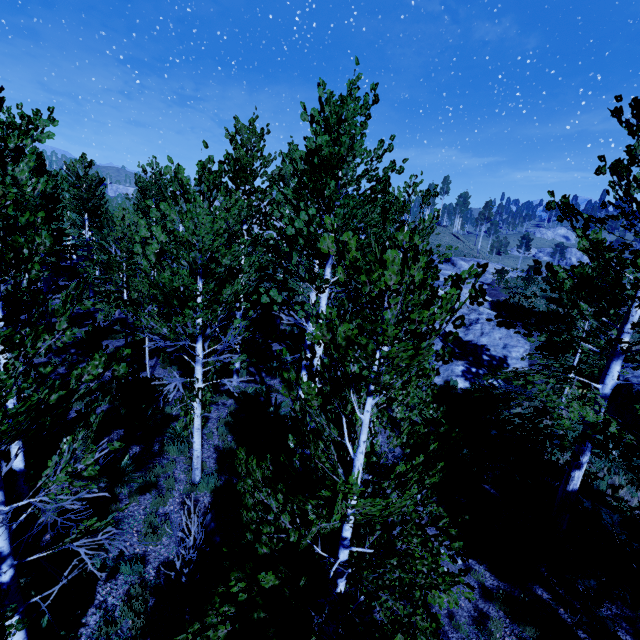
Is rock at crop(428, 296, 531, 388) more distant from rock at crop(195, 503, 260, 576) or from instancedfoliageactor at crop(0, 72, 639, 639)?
rock at crop(195, 503, 260, 576)

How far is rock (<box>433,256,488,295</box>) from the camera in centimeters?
2609cm

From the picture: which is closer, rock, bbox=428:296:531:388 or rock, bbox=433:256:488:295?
rock, bbox=428:296:531:388

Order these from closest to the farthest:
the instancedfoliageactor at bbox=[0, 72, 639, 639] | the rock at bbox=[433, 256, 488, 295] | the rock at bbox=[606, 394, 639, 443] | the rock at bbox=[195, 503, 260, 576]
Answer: the instancedfoliageactor at bbox=[0, 72, 639, 639]
the rock at bbox=[195, 503, 260, 576]
the rock at bbox=[606, 394, 639, 443]
the rock at bbox=[433, 256, 488, 295]

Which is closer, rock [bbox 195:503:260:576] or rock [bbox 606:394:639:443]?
rock [bbox 195:503:260:576]

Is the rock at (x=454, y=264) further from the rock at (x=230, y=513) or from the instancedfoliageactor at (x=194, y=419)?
the rock at (x=230, y=513)

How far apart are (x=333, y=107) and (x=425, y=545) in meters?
6.8

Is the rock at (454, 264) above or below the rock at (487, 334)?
above
